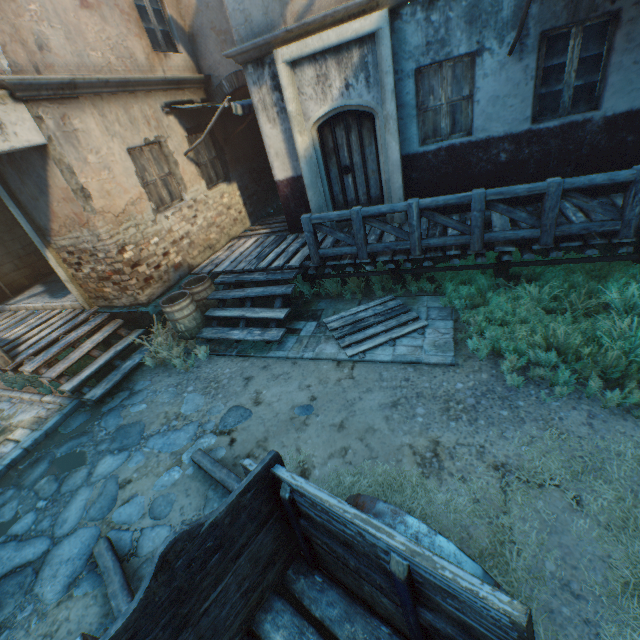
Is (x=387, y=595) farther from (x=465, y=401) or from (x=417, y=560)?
(x=465, y=401)

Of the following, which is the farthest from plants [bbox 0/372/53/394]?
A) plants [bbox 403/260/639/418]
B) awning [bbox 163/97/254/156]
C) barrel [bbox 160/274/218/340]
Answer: plants [bbox 403/260/639/418]

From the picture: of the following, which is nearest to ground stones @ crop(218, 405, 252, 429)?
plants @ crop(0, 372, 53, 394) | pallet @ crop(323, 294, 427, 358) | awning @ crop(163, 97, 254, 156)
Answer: plants @ crop(0, 372, 53, 394)

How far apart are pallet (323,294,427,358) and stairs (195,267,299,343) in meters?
0.7

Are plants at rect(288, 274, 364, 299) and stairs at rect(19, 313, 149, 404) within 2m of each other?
no

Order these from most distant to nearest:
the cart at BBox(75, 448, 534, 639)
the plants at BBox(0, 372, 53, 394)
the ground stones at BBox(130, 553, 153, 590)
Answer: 1. the plants at BBox(0, 372, 53, 394)
2. the ground stones at BBox(130, 553, 153, 590)
3. the cart at BBox(75, 448, 534, 639)

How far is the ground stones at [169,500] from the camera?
3.9m
